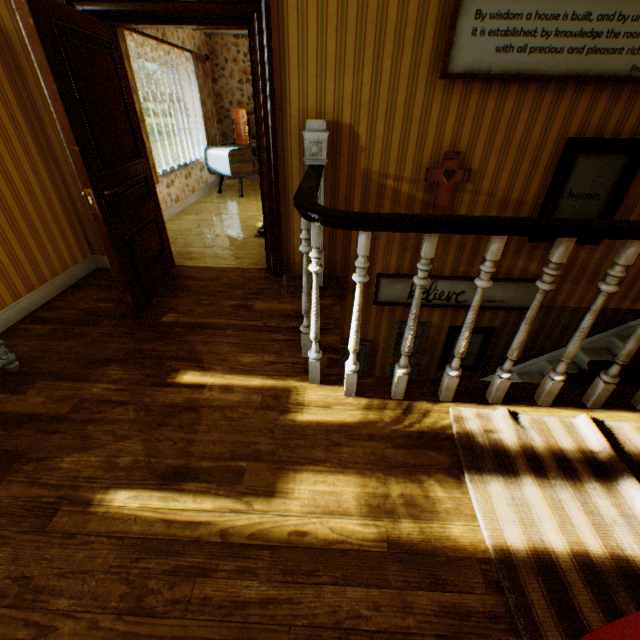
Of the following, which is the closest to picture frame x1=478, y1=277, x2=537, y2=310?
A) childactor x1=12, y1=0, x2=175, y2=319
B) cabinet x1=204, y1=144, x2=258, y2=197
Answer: childactor x1=12, y1=0, x2=175, y2=319

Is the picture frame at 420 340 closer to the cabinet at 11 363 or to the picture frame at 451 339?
the picture frame at 451 339

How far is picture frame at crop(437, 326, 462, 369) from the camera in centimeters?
421cm

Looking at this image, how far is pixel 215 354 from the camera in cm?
264

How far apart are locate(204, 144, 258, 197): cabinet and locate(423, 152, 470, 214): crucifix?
4.6m

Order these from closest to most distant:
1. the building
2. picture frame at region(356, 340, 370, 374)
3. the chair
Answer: the chair
the building
picture frame at region(356, 340, 370, 374)

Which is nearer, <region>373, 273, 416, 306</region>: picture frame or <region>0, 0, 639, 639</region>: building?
<region>0, 0, 639, 639</region>: building

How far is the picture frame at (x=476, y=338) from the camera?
4.20m
